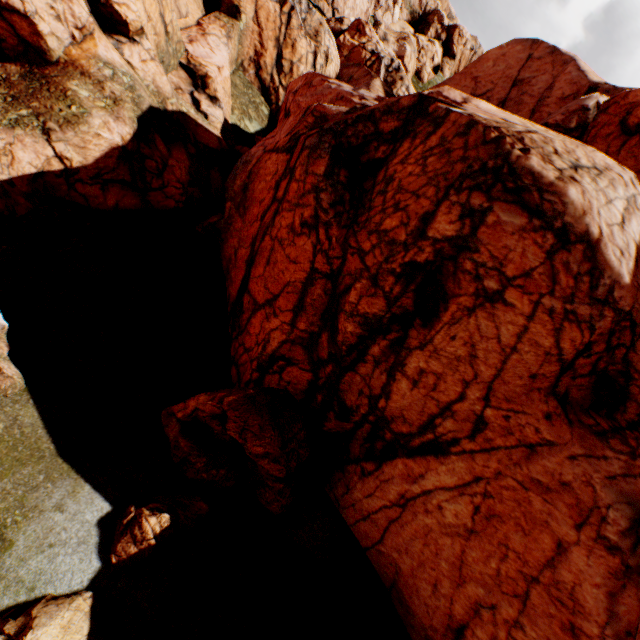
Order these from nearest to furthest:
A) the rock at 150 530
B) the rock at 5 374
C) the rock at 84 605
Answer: the rock at 84 605 < the rock at 150 530 < the rock at 5 374

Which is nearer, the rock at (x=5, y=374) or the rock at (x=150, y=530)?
the rock at (x=150, y=530)

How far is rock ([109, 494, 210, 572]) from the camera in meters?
7.8

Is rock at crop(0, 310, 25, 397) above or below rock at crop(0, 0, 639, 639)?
below

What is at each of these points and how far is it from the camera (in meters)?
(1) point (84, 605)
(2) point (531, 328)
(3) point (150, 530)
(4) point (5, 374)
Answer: (1) rock, 6.90
(2) rock, 8.00
(3) rock, 8.00
(4) rock, 8.54

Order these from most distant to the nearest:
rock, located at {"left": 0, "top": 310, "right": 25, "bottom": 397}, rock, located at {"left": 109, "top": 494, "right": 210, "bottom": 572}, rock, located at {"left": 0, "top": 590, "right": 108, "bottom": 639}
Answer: rock, located at {"left": 0, "top": 310, "right": 25, "bottom": 397} < rock, located at {"left": 109, "top": 494, "right": 210, "bottom": 572} < rock, located at {"left": 0, "top": 590, "right": 108, "bottom": 639}
